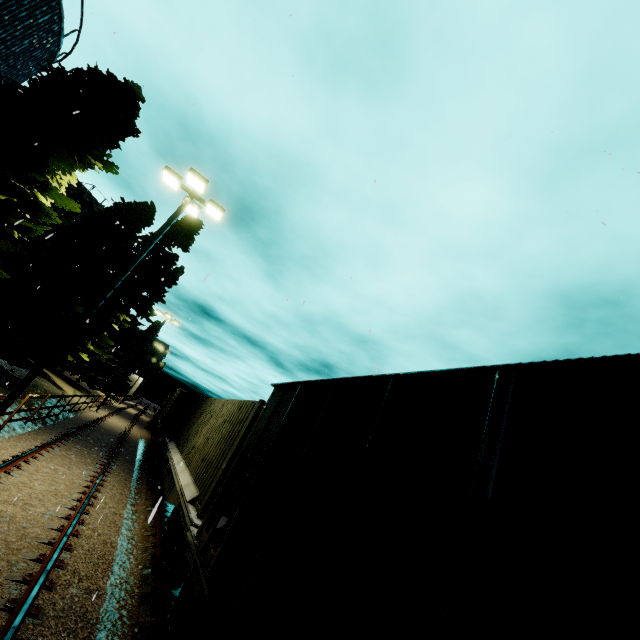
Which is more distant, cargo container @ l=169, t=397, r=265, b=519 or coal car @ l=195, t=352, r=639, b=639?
cargo container @ l=169, t=397, r=265, b=519

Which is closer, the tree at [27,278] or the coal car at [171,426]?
the tree at [27,278]

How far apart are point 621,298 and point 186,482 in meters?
14.3

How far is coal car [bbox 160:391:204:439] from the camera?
18.72m

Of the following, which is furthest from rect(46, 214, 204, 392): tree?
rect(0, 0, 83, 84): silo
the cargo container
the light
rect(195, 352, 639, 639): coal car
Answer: rect(195, 352, 639, 639): coal car

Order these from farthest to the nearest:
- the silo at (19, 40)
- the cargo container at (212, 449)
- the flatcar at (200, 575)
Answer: the silo at (19, 40)
the cargo container at (212, 449)
the flatcar at (200, 575)

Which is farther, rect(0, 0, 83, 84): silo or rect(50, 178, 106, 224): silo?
rect(50, 178, 106, 224): silo

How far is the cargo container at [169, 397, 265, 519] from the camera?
7.3m
